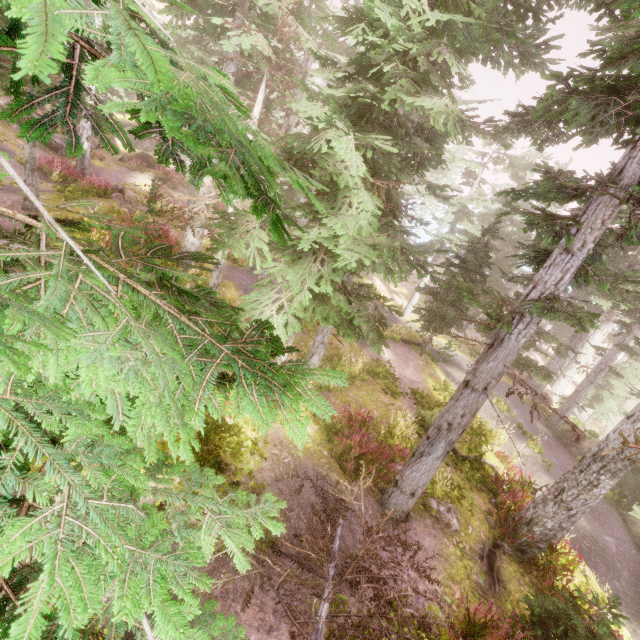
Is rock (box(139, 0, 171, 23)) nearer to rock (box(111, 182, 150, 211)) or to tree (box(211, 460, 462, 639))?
rock (box(111, 182, 150, 211))

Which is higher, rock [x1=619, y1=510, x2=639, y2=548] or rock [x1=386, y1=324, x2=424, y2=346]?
rock [x1=386, y1=324, x2=424, y2=346]

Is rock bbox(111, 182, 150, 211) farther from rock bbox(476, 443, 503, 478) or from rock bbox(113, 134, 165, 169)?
rock bbox(476, 443, 503, 478)

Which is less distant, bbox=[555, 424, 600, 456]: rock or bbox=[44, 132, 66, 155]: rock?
bbox=[555, 424, 600, 456]: rock

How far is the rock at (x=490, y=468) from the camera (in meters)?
12.65

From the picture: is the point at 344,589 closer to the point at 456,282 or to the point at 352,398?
the point at 456,282

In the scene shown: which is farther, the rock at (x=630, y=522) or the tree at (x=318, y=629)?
the rock at (x=630, y=522)

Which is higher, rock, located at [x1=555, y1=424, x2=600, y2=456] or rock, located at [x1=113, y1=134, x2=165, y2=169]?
rock, located at [x1=113, y1=134, x2=165, y2=169]
